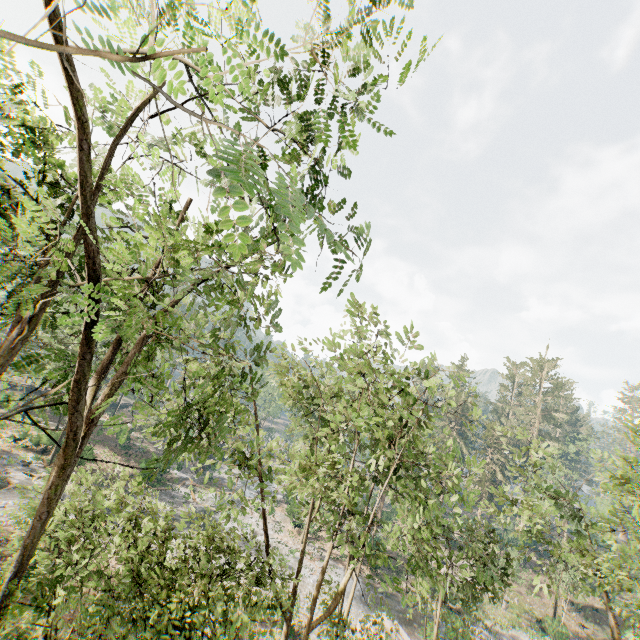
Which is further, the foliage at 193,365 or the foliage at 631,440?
the foliage at 631,440

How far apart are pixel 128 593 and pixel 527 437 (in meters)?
19.51

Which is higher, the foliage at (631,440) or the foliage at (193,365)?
the foliage at (631,440)

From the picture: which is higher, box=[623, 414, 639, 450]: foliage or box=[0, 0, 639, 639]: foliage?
box=[623, 414, 639, 450]: foliage

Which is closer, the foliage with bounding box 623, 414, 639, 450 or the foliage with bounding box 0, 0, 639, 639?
the foliage with bounding box 0, 0, 639, 639
